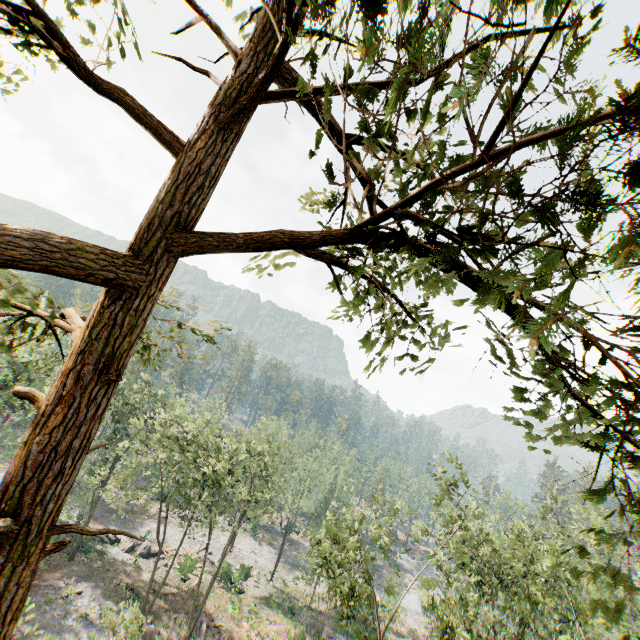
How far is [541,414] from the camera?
2.0m

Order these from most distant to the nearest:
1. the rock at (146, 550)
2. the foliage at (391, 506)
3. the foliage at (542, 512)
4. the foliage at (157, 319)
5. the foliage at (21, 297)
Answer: the rock at (146, 550), the foliage at (542, 512), the foliage at (391, 506), the foliage at (157, 319), the foliage at (21, 297)

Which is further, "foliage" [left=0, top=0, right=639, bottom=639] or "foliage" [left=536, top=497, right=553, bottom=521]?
"foliage" [left=536, top=497, right=553, bottom=521]

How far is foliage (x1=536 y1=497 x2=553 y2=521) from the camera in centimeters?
2509cm

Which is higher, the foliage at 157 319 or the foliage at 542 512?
the foliage at 157 319

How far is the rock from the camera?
39.0m
